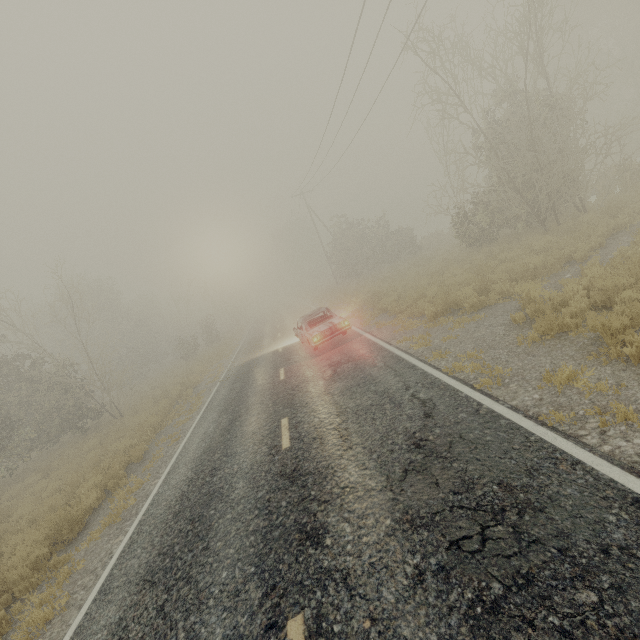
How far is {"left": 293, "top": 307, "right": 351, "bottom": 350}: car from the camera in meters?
12.4 m

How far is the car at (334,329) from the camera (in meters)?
12.41

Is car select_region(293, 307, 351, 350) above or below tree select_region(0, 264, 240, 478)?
below

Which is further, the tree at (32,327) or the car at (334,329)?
the tree at (32,327)

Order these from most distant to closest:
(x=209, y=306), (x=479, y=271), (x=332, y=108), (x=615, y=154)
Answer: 1. (x=209, y=306)
2. (x=615, y=154)
3. (x=332, y=108)
4. (x=479, y=271)

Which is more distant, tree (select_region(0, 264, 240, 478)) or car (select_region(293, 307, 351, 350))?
tree (select_region(0, 264, 240, 478))
